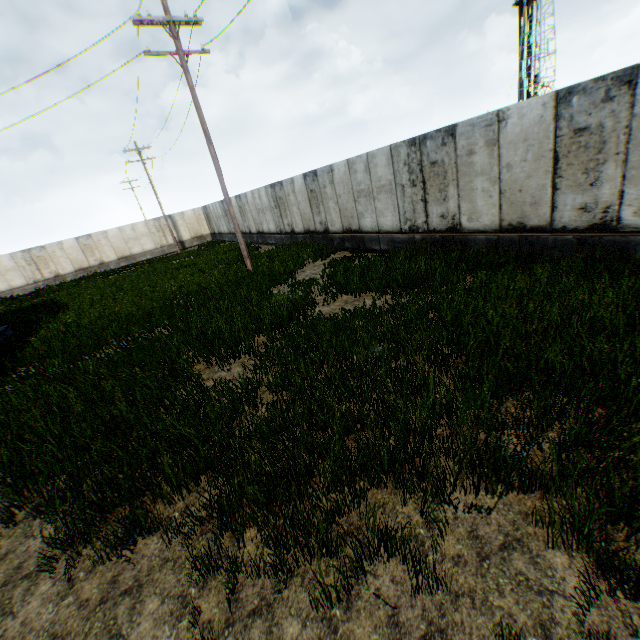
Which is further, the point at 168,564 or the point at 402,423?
the point at 402,423
